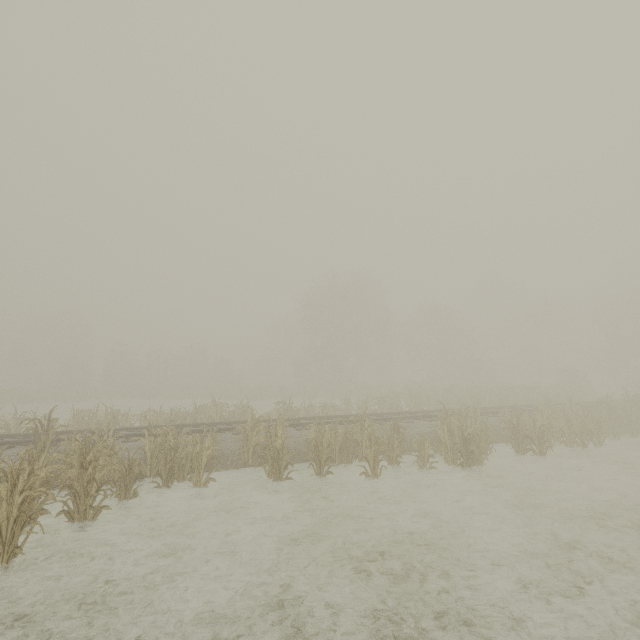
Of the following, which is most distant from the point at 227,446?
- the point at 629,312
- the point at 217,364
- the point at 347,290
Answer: the point at 629,312
